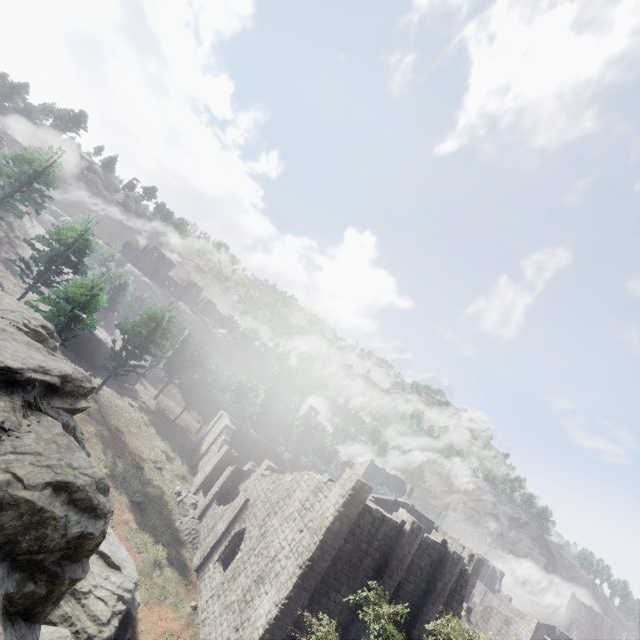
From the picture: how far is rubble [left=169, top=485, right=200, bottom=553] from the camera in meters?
25.6

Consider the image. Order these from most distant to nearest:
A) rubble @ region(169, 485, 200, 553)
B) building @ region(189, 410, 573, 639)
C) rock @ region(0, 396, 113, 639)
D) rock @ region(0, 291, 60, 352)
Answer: rubble @ region(169, 485, 200, 553)
building @ region(189, 410, 573, 639)
rock @ region(0, 291, 60, 352)
rock @ region(0, 396, 113, 639)

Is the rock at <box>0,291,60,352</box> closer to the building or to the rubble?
the building

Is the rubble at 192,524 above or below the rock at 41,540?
below

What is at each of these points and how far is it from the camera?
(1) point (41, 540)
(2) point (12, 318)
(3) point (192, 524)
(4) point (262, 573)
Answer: (1) rock, 5.6m
(2) rock, 11.6m
(3) rubble, 27.0m
(4) building, 18.6m

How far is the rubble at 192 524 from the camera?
25.6m

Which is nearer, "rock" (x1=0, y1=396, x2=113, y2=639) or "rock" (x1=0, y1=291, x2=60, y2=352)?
"rock" (x1=0, y1=396, x2=113, y2=639)
